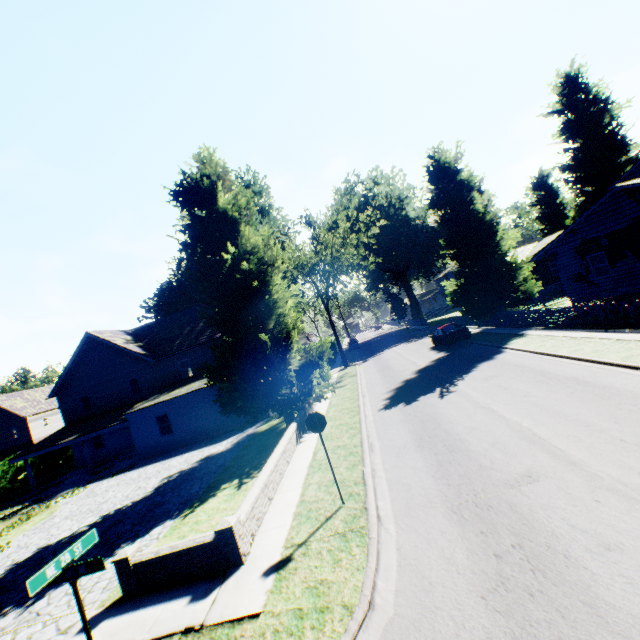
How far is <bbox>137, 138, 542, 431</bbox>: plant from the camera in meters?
16.0

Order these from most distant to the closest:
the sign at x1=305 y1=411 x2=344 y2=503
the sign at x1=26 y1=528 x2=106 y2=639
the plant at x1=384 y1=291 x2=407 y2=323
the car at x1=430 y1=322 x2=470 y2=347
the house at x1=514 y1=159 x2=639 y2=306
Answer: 1. the plant at x1=384 y1=291 x2=407 y2=323
2. the car at x1=430 y1=322 x2=470 y2=347
3. the house at x1=514 y1=159 x2=639 y2=306
4. the sign at x1=305 y1=411 x2=344 y2=503
5. the sign at x1=26 y1=528 x2=106 y2=639

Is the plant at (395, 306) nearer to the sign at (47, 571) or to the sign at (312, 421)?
the sign at (312, 421)

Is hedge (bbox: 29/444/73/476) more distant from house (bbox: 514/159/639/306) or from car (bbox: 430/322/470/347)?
house (bbox: 514/159/639/306)

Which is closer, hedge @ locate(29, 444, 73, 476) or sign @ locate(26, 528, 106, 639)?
sign @ locate(26, 528, 106, 639)

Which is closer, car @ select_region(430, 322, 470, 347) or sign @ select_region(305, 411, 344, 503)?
sign @ select_region(305, 411, 344, 503)

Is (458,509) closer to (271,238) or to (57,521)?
(271,238)

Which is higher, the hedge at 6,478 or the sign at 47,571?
the sign at 47,571
